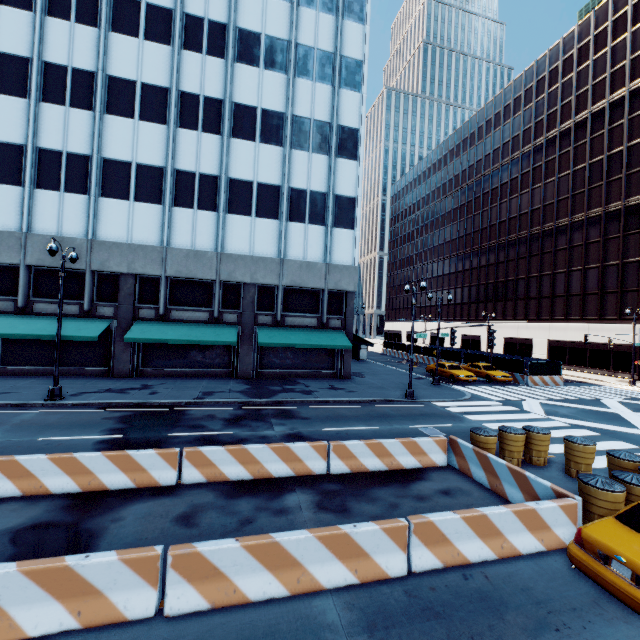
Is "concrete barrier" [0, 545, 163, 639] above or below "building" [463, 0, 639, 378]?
below

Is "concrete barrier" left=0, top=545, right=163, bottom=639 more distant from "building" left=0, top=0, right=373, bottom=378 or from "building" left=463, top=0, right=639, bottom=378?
"building" left=463, top=0, right=639, bottom=378

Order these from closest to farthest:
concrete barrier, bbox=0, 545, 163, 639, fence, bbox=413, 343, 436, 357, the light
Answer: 1. concrete barrier, bbox=0, 545, 163, 639
2. the light
3. fence, bbox=413, 343, 436, 357

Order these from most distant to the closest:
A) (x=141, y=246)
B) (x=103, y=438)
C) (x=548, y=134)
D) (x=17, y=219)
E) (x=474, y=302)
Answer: (x=474, y=302), (x=548, y=134), (x=141, y=246), (x=17, y=219), (x=103, y=438)

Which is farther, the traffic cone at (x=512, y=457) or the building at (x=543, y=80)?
the building at (x=543, y=80)

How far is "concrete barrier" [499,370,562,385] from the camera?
28.0m

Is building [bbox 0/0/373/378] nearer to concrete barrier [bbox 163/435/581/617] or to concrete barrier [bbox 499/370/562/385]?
concrete barrier [bbox 163/435/581/617]

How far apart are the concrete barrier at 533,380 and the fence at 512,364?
0.0 meters
